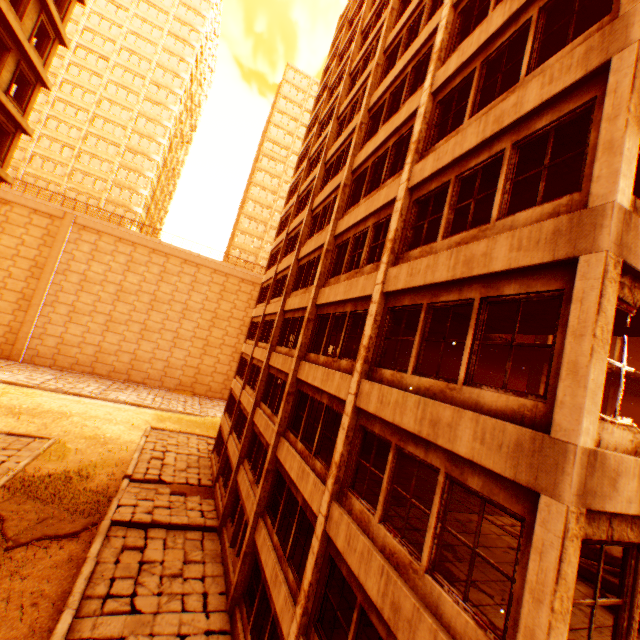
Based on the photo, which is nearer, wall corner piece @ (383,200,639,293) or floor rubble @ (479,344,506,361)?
wall corner piece @ (383,200,639,293)

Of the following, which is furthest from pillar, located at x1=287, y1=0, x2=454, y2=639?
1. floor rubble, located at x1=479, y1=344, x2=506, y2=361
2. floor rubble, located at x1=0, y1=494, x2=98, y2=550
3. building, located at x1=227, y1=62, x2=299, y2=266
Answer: building, located at x1=227, y1=62, x2=299, y2=266

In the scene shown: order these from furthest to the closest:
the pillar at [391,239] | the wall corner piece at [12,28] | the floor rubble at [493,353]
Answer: the wall corner piece at [12,28] < the floor rubble at [493,353] < the pillar at [391,239]

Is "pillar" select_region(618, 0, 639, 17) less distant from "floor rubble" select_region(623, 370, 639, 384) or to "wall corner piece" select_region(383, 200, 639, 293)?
"wall corner piece" select_region(383, 200, 639, 293)

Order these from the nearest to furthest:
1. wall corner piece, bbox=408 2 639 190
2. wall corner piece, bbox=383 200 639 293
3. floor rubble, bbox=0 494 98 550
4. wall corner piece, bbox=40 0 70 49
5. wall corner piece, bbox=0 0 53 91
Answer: wall corner piece, bbox=383 200 639 293
wall corner piece, bbox=408 2 639 190
floor rubble, bbox=0 494 98 550
wall corner piece, bbox=0 0 53 91
wall corner piece, bbox=40 0 70 49

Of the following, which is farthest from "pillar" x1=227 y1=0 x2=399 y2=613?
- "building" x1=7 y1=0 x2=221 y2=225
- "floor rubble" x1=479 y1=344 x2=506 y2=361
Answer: "building" x1=7 y1=0 x2=221 y2=225

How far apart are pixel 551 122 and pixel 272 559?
12.78m

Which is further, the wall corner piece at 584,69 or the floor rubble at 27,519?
the floor rubble at 27,519
